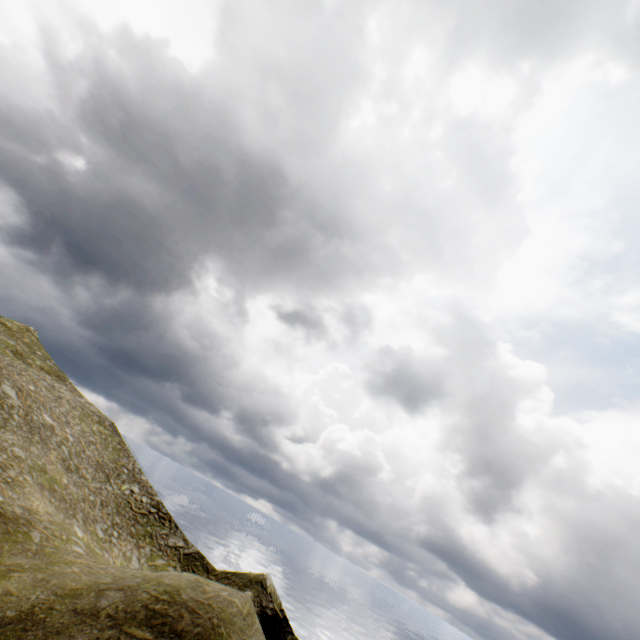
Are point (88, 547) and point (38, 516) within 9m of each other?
yes
